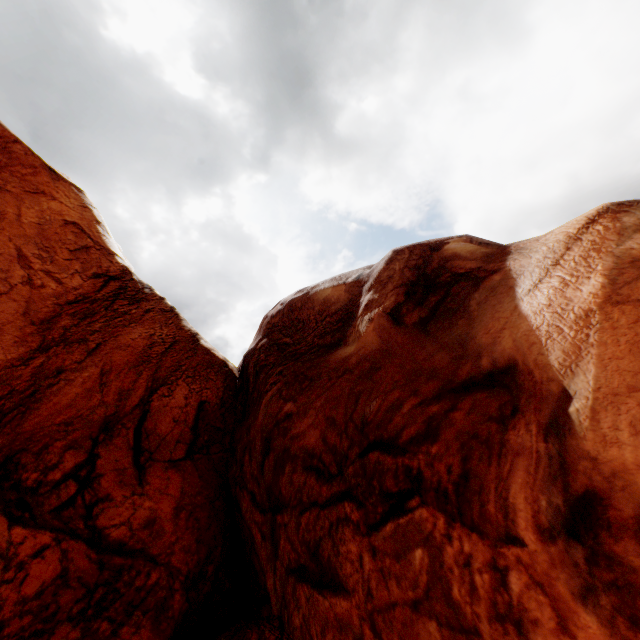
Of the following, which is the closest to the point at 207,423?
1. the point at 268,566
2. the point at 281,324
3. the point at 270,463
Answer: the point at 270,463
